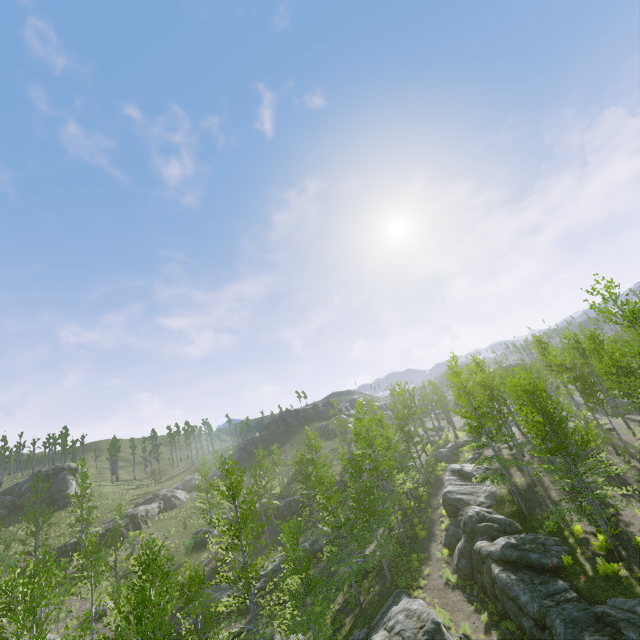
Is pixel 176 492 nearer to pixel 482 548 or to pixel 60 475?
pixel 60 475

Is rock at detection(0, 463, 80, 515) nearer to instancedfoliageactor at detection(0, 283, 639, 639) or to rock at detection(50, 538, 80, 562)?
rock at detection(50, 538, 80, 562)

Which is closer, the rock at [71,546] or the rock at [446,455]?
the rock at [71,546]

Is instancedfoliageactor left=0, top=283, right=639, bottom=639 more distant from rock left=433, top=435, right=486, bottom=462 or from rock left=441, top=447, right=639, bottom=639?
rock left=433, top=435, right=486, bottom=462

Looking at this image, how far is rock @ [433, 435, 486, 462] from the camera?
43.0m

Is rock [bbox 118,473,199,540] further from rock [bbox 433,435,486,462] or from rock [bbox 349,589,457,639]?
rock [bbox 433,435,486,462]

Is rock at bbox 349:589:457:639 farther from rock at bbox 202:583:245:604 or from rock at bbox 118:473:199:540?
rock at bbox 118:473:199:540

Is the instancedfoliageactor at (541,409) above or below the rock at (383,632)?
above
